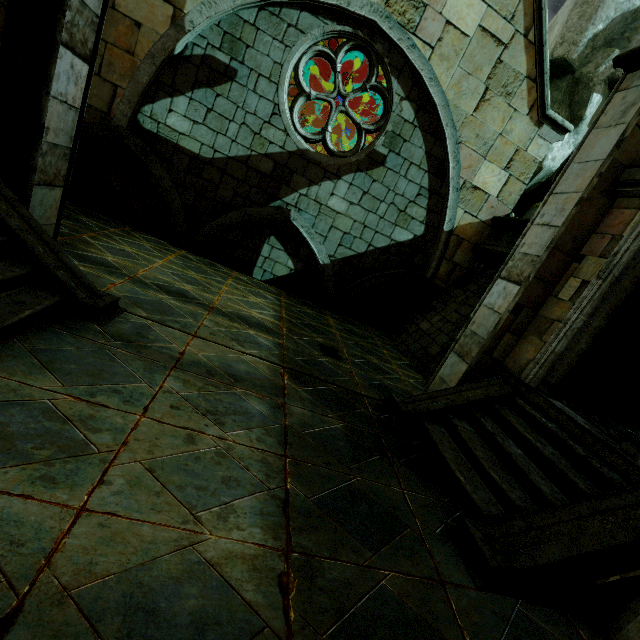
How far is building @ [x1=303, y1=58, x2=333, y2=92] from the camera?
12.6 meters

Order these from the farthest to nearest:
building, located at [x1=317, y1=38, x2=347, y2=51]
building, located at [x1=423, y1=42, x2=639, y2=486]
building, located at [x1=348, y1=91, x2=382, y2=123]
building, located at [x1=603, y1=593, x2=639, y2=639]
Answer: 1. building, located at [x1=348, y1=91, x2=382, y2=123]
2. building, located at [x1=317, y1=38, x2=347, y2=51]
3. building, located at [x1=423, y1=42, x2=639, y2=486]
4. building, located at [x1=603, y1=593, x2=639, y2=639]

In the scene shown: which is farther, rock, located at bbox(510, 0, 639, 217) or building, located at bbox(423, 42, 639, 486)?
rock, located at bbox(510, 0, 639, 217)

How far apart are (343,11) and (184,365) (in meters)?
8.65

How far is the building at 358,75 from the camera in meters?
12.6

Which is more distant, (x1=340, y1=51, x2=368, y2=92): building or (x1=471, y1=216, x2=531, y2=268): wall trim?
(x1=340, y1=51, x2=368, y2=92): building
